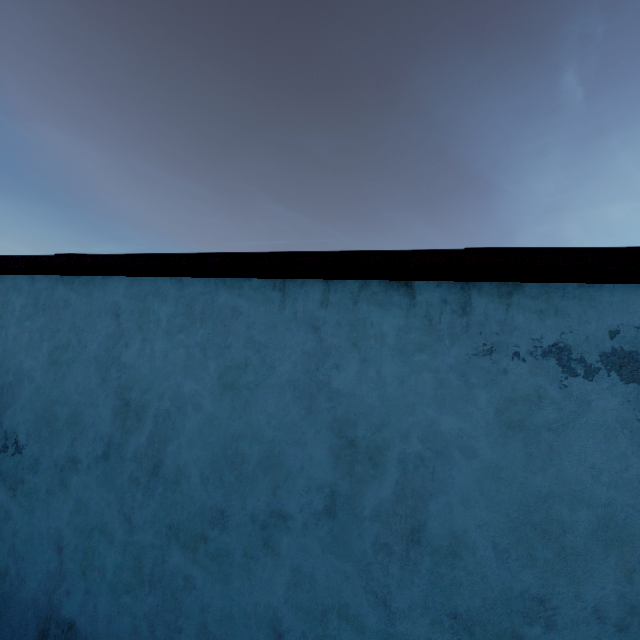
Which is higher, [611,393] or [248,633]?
[611,393]
